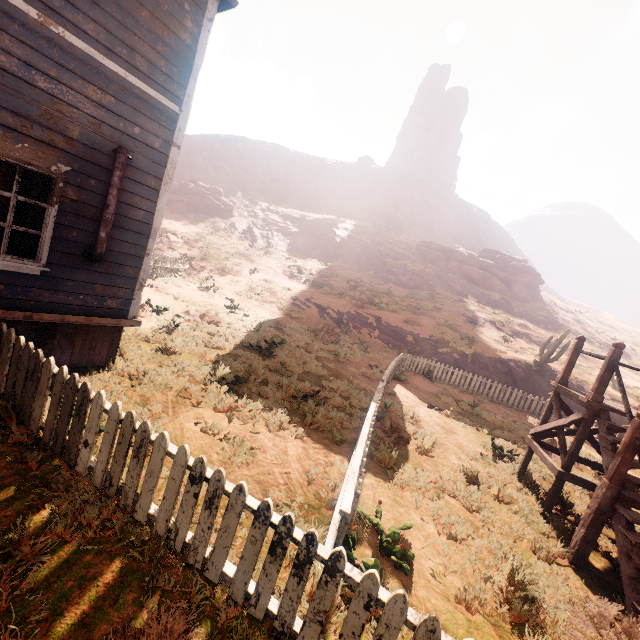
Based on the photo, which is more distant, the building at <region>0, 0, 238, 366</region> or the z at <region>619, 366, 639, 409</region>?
the z at <region>619, 366, 639, 409</region>

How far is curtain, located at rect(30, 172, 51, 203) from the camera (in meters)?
4.77

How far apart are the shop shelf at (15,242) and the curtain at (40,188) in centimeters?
514cm

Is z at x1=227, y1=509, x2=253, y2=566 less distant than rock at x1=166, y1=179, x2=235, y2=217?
Yes

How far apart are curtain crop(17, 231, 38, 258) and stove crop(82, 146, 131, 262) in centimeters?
55cm

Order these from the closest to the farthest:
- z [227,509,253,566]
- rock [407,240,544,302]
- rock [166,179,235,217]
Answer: z [227,509,253,566]
rock [166,179,235,217]
rock [407,240,544,302]

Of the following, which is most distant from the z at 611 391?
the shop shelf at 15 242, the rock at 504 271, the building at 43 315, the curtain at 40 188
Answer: the rock at 504 271

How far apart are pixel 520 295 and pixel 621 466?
43.12m
